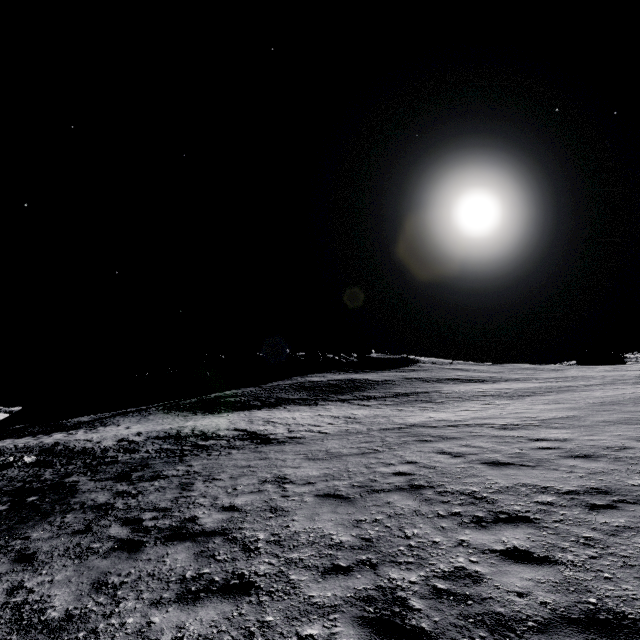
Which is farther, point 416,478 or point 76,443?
point 76,443
